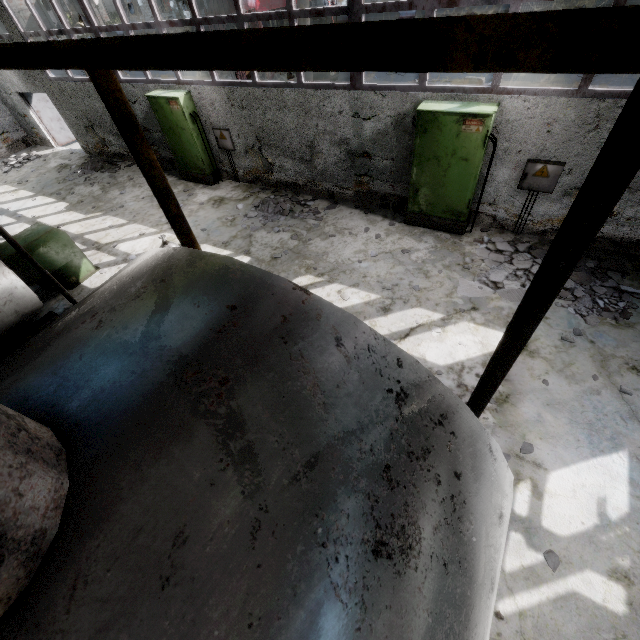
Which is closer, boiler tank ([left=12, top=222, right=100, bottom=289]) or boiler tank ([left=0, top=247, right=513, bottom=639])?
boiler tank ([left=0, top=247, right=513, bottom=639])

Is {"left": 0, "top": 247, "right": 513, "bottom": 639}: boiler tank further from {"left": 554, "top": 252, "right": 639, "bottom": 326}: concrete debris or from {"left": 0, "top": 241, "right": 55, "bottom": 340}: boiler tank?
{"left": 0, "top": 241, "right": 55, "bottom": 340}: boiler tank

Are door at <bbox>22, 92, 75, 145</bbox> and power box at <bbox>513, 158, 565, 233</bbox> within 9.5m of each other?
no

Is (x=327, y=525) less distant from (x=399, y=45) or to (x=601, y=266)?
(x=399, y=45)

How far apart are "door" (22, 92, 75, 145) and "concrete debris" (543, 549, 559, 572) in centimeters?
2111cm

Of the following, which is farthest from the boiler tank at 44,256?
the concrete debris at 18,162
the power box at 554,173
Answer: the power box at 554,173

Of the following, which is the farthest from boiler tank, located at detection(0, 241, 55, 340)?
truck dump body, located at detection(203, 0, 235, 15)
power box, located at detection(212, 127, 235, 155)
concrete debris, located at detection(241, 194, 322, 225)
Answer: truck dump body, located at detection(203, 0, 235, 15)

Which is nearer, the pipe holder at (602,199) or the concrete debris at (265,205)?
the pipe holder at (602,199)
